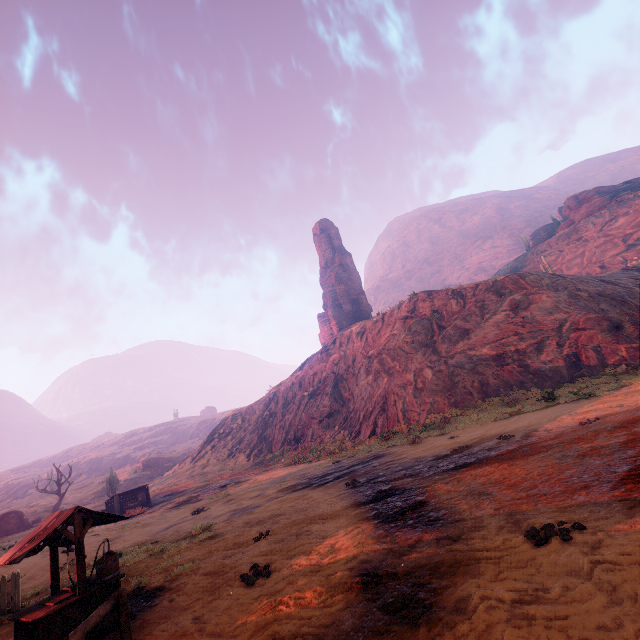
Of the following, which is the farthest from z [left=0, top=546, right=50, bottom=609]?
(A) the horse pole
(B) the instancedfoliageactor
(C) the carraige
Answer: (B) the instancedfoliageactor

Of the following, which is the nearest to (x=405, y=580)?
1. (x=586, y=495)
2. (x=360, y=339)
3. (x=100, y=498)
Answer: (x=586, y=495)

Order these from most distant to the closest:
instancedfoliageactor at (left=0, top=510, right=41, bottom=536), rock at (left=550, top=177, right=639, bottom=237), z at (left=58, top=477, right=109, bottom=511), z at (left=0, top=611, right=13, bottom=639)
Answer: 1. rock at (left=550, top=177, right=639, bottom=237)
2. z at (left=58, top=477, right=109, bottom=511)
3. instancedfoliageactor at (left=0, top=510, right=41, bottom=536)
4. z at (left=0, top=611, right=13, bottom=639)

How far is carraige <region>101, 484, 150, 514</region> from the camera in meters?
26.8

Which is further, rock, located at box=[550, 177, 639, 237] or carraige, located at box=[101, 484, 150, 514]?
rock, located at box=[550, 177, 639, 237]

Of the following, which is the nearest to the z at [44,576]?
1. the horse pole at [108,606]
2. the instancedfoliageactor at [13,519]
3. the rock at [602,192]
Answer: the horse pole at [108,606]

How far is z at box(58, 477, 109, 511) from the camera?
40.08m

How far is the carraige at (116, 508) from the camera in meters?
26.8 m
